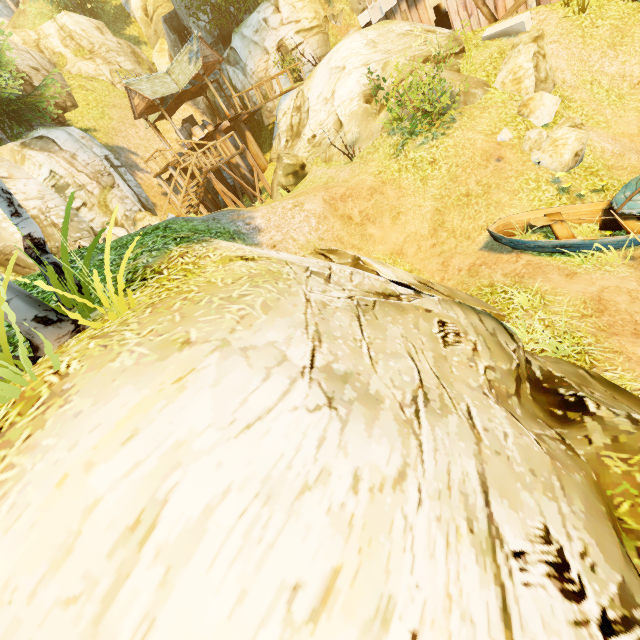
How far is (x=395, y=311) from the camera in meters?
4.3

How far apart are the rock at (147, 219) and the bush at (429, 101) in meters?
13.6

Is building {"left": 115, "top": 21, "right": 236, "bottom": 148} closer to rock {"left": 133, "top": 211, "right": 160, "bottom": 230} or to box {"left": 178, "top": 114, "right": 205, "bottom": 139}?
box {"left": 178, "top": 114, "right": 205, "bottom": 139}

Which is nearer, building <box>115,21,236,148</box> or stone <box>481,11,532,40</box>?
stone <box>481,11,532,40</box>

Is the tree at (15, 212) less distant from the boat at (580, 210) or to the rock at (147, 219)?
the rock at (147, 219)

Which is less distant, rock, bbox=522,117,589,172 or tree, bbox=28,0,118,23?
rock, bbox=522,117,589,172

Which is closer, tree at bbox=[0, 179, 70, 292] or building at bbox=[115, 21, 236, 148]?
tree at bbox=[0, 179, 70, 292]

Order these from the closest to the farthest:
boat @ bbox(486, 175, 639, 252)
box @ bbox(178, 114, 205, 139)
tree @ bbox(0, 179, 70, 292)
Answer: tree @ bbox(0, 179, 70, 292) < boat @ bbox(486, 175, 639, 252) < box @ bbox(178, 114, 205, 139)
